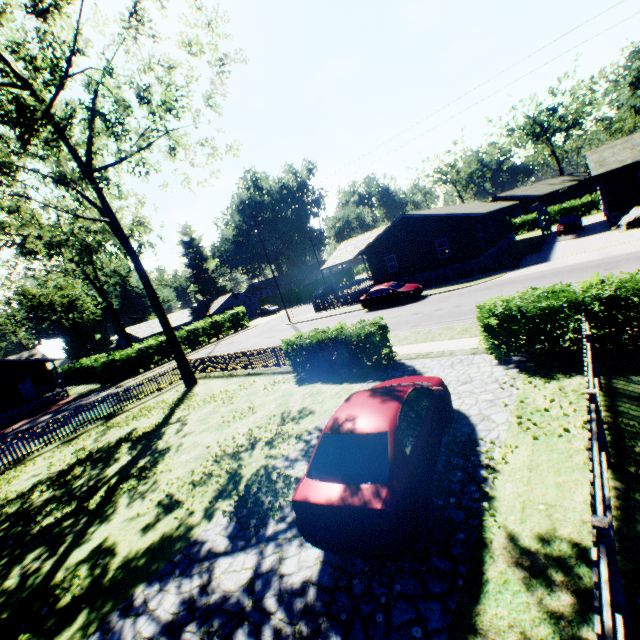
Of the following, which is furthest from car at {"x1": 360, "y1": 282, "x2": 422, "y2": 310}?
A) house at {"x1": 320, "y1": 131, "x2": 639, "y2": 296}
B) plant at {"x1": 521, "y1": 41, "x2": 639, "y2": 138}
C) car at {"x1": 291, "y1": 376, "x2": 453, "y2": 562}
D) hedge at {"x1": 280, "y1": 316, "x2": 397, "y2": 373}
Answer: plant at {"x1": 521, "y1": 41, "x2": 639, "y2": 138}

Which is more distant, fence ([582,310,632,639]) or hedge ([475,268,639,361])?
hedge ([475,268,639,361])

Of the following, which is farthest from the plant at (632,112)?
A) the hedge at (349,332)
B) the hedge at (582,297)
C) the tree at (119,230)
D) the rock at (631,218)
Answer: the tree at (119,230)

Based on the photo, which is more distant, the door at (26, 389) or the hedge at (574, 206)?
the hedge at (574, 206)

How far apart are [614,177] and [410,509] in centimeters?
3381cm

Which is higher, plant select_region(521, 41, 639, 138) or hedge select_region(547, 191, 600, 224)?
plant select_region(521, 41, 639, 138)

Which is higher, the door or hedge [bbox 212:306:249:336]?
the door

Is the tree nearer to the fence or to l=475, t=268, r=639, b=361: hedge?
the fence
